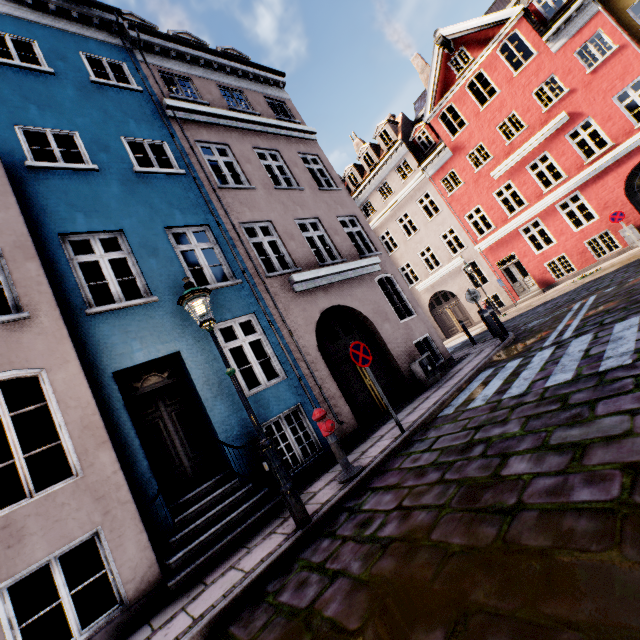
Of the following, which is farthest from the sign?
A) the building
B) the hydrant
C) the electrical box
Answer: the electrical box

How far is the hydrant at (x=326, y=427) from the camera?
5.2 meters

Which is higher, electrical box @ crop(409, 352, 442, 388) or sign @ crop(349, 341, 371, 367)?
sign @ crop(349, 341, 371, 367)

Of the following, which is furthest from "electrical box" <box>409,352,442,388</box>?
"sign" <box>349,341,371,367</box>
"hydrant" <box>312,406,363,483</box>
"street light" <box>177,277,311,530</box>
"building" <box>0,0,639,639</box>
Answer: "street light" <box>177,277,311,530</box>

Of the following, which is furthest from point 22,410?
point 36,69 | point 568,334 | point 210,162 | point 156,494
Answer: point 210,162

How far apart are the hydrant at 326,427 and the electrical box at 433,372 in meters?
4.5

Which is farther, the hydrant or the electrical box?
the electrical box

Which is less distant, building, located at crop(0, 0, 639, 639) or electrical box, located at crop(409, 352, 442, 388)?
building, located at crop(0, 0, 639, 639)
